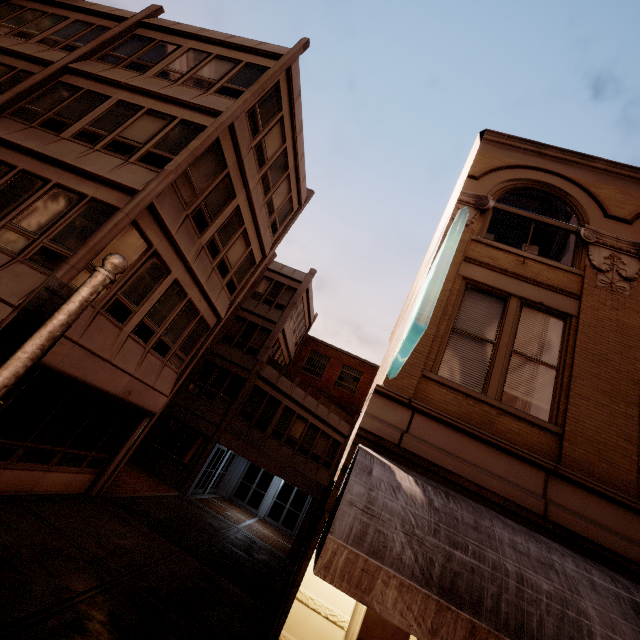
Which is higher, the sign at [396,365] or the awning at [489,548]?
the sign at [396,365]

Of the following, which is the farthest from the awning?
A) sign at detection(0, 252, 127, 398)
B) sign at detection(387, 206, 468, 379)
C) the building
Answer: sign at detection(0, 252, 127, 398)

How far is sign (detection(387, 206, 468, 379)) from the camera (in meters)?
4.04

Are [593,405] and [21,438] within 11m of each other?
no

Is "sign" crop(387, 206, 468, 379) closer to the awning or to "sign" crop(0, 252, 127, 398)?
the awning

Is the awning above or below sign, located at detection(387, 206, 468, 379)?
below

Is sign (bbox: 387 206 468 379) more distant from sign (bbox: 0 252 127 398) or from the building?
sign (bbox: 0 252 127 398)

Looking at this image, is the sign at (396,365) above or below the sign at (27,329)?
above
